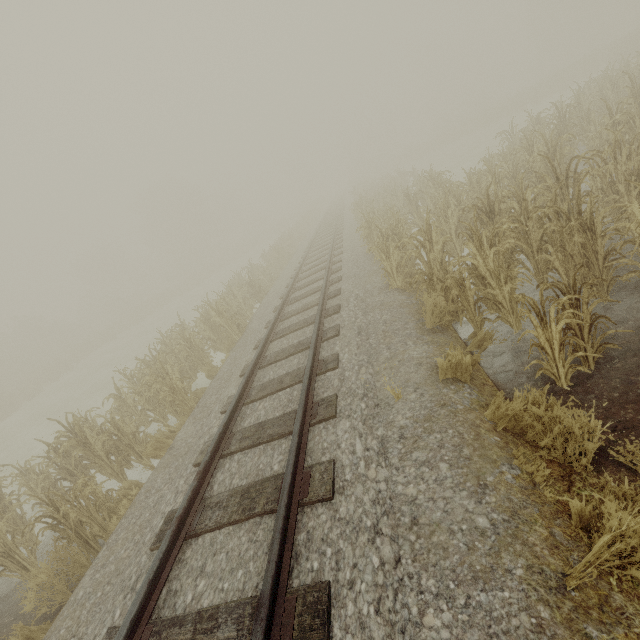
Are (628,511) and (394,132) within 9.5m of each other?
no
